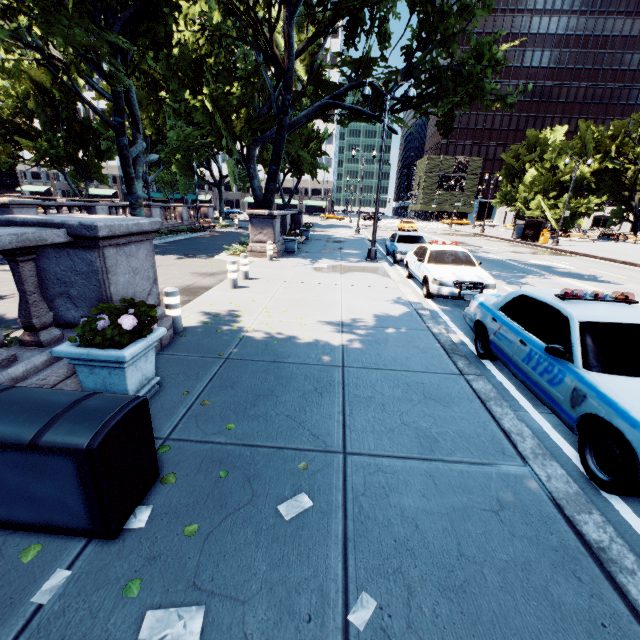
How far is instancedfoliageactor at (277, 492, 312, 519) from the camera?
2.6m

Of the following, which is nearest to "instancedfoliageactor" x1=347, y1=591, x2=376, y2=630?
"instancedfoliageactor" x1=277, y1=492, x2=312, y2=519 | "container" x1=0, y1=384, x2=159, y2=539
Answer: "instancedfoliageactor" x1=277, y1=492, x2=312, y2=519

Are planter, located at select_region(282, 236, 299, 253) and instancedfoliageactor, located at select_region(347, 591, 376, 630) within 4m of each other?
no

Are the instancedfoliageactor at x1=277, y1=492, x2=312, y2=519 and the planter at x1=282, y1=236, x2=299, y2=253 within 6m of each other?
no

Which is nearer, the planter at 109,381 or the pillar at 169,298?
the planter at 109,381

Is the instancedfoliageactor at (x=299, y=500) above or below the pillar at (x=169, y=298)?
below

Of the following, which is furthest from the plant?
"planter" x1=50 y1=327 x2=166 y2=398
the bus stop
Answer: the bus stop

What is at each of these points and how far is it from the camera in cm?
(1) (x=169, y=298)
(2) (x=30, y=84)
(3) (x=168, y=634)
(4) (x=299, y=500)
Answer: (1) pillar, 589
(2) tree, 3375
(3) instancedfoliageactor, 186
(4) instancedfoliageactor, 274
